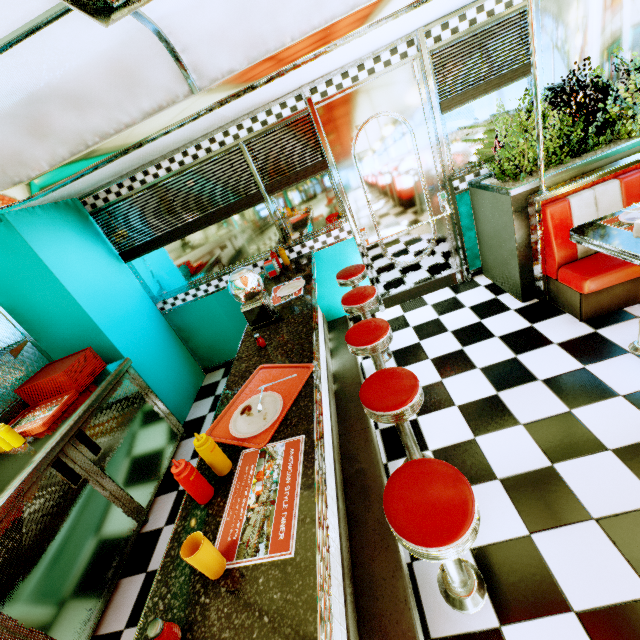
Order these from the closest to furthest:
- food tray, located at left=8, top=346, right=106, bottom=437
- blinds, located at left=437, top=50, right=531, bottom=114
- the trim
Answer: the trim
food tray, located at left=8, top=346, right=106, bottom=437
blinds, located at left=437, top=50, right=531, bottom=114

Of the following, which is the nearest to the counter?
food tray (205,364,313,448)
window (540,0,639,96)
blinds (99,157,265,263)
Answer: food tray (205,364,313,448)

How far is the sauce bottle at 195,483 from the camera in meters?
1.2

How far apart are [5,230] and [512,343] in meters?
4.6

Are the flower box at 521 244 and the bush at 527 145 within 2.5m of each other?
yes

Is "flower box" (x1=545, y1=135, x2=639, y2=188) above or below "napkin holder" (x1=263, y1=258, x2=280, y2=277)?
below

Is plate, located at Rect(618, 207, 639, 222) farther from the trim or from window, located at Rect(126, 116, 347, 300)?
window, located at Rect(126, 116, 347, 300)

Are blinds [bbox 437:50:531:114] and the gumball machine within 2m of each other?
no
